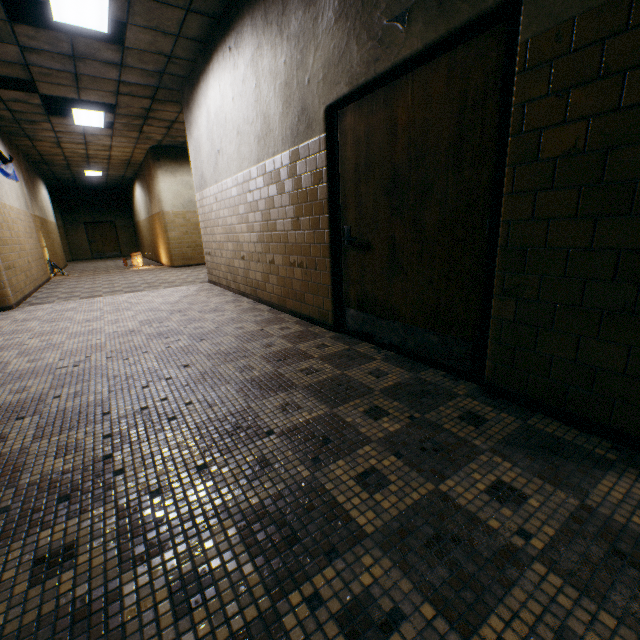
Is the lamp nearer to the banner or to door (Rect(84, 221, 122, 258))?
the banner

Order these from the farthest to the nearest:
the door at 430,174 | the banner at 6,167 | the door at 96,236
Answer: the door at 96,236 < the banner at 6,167 < the door at 430,174

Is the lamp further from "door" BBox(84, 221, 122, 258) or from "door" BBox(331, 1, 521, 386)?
"door" BBox(84, 221, 122, 258)

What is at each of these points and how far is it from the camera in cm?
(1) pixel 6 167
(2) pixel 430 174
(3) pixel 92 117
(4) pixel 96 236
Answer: (1) banner, 766
(2) door, 228
(3) lamp, 780
(4) door, 1983

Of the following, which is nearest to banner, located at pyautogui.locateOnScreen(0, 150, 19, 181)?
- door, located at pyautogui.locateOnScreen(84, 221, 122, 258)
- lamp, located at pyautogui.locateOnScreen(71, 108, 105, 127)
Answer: lamp, located at pyautogui.locateOnScreen(71, 108, 105, 127)

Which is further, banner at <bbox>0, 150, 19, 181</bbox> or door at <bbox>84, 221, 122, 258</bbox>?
door at <bbox>84, 221, 122, 258</bbox>

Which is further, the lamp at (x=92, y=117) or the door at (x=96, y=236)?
the door at (x=96, y=236)

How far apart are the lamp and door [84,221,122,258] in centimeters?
1364cm
